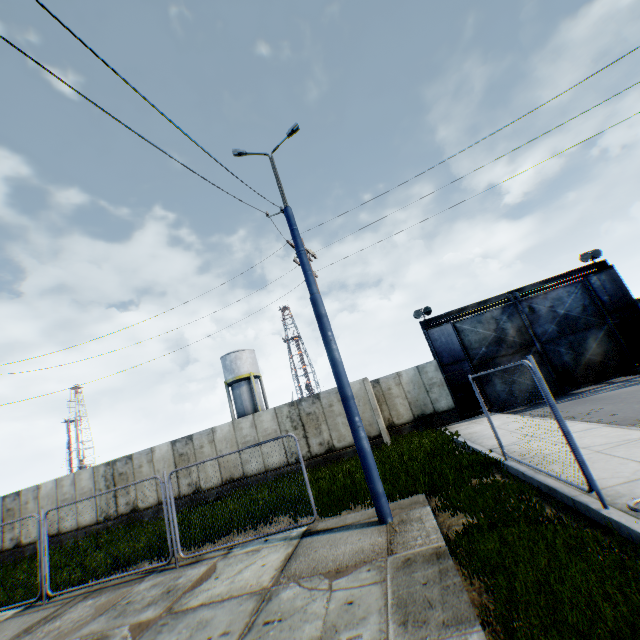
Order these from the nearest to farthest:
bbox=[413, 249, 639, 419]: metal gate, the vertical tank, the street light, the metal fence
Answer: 1. the street light
2. the metal fence
3. bbox=[413, 249, 639, 419]: metal gate
4. the vertical tank

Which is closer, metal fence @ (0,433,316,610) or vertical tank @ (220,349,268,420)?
metal fence @ (0,433,316,610)

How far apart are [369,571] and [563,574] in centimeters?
248cm

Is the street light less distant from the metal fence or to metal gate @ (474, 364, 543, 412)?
the metal fence

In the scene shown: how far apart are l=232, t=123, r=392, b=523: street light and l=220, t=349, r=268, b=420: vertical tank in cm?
2915

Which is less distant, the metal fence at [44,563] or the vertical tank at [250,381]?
the metal fence at [44,563]

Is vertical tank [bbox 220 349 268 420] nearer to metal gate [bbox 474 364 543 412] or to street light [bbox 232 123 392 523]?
metal gate [bbox 474 364 543 412]

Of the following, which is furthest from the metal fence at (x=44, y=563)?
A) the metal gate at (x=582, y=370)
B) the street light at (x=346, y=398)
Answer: the metal gate at (x=582, y=370)
